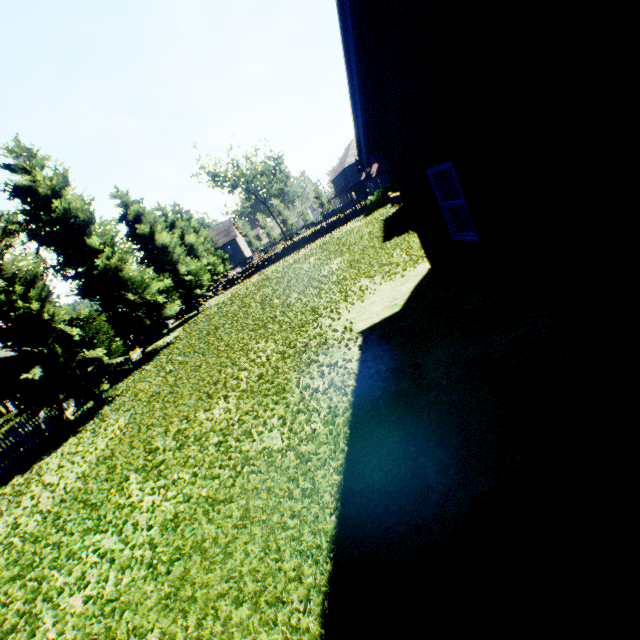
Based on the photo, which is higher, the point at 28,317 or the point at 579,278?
the point at 28,317
